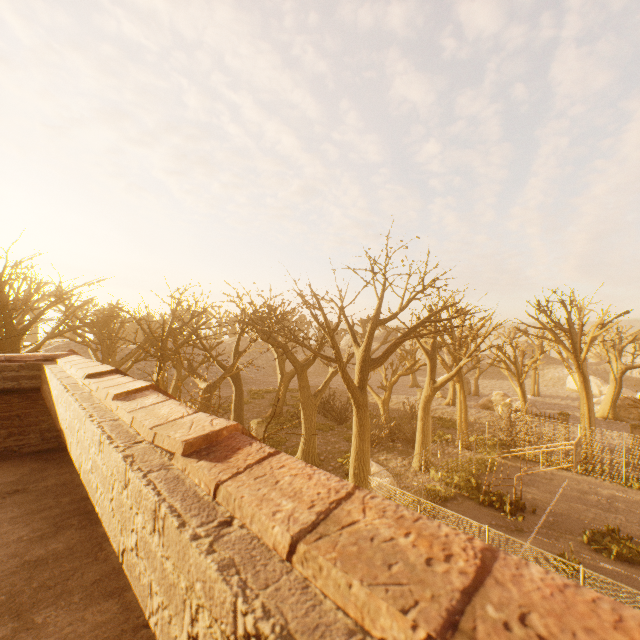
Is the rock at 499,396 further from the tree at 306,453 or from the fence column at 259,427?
the fence column at 259,427

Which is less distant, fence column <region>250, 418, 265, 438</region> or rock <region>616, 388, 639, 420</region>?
fence column <region>250, 418, 265, 438</region>

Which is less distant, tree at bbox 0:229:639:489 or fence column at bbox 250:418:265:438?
tree at bbox 0:229:639:489

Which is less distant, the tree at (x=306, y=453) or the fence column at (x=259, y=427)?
the tree at (x=306, y=453)

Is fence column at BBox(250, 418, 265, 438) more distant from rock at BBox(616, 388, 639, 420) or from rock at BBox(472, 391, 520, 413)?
rock at BBox(616, 388, 639, 420)

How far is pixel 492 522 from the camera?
14.09m

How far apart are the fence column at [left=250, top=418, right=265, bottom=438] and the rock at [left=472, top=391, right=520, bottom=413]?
28.3 meters

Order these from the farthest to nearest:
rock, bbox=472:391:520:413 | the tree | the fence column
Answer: rock, bbox=472:391:520:413 < the fence column < the tree
